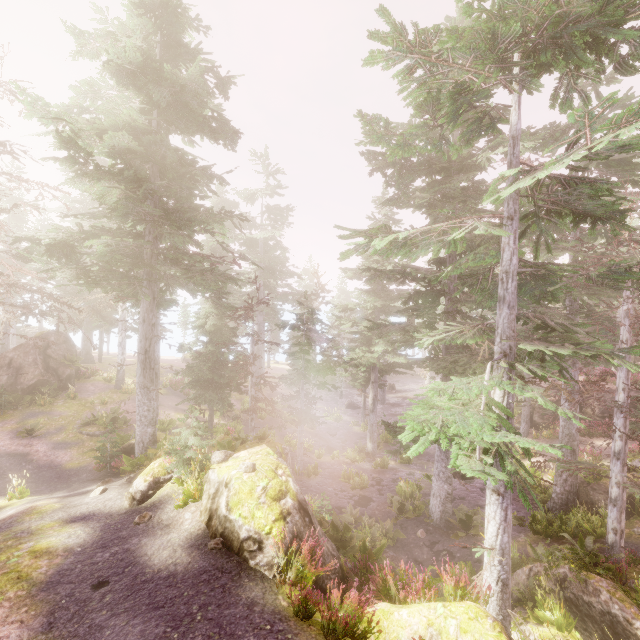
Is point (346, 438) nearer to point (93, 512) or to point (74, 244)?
point (93, 512)

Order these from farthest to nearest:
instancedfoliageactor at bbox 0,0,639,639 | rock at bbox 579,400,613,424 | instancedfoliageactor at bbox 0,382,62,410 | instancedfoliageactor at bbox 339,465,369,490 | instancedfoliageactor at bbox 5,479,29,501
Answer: rock at bbox 579,400,613,424
instancedfoliageactor at bbox 0,382,62,410
instancedfoliageactor at bbox 339,465,369,490
instancedfoliageactor at bbox 5,479,29,501
instancedfoliageactor at bbox 0,0,639,639

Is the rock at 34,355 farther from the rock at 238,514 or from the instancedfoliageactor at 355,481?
the rock at 238,514

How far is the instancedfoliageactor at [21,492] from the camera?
13.20m

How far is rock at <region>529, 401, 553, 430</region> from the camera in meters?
24.3

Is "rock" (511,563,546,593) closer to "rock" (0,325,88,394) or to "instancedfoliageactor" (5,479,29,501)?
"instancedfoliageactor" (5,479,29,501)

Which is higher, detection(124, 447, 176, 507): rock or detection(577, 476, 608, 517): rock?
detection(124, 447, 176, 507): rock
